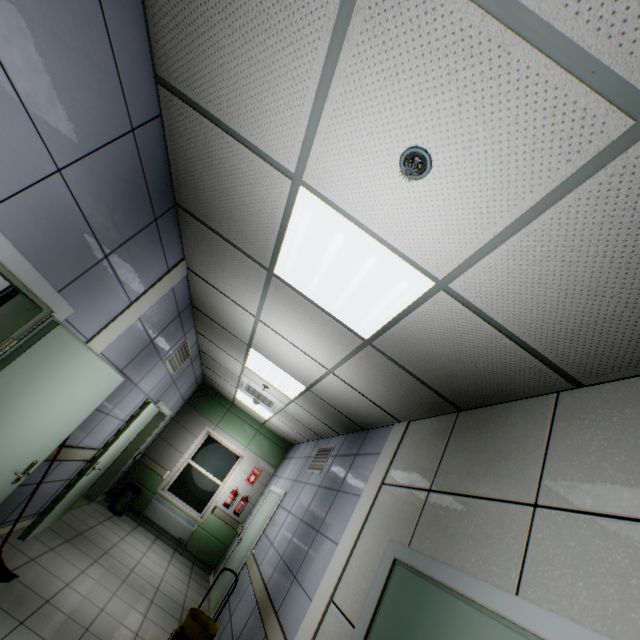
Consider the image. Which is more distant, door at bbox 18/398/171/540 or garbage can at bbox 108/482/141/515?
garbage can at bbox 108/482/141/515

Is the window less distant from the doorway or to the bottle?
the bottle

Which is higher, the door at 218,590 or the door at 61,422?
the door at 61,422

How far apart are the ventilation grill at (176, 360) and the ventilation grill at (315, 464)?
3.0 meters

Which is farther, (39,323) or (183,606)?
(183,606)

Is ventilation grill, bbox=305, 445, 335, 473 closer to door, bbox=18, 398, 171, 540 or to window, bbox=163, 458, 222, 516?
door, bbox=18, 398, 171, 540

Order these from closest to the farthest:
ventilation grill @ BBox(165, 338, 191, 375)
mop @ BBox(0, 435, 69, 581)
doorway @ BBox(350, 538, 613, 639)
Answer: doorway @ BBox(350, 538, 613, 639) → mop @ BBox(0, 435, 69, 581) → ventilation grill @ BBox(165, 338, 191, 375)

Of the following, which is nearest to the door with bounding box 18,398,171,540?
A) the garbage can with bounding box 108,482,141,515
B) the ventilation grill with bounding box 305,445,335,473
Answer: the garbage can with bounding box 108,482,141,515
